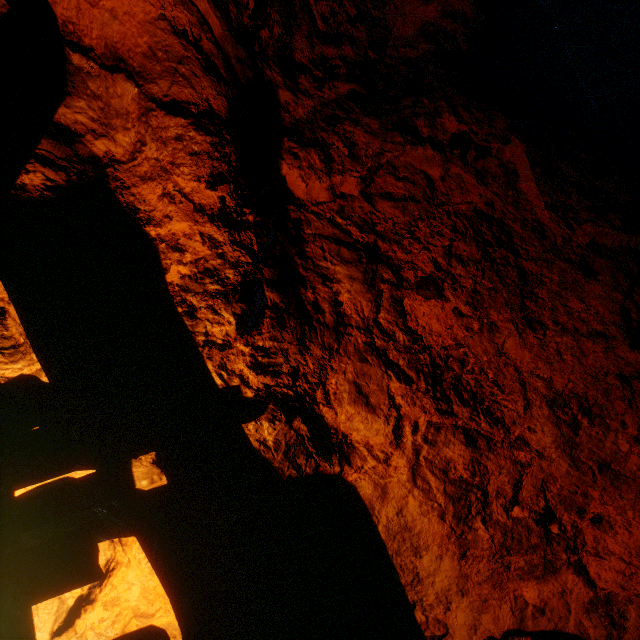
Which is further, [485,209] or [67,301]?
[485,209]

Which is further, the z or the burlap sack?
the burlap sack

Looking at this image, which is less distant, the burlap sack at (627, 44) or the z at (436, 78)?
the z at (436, 78)
